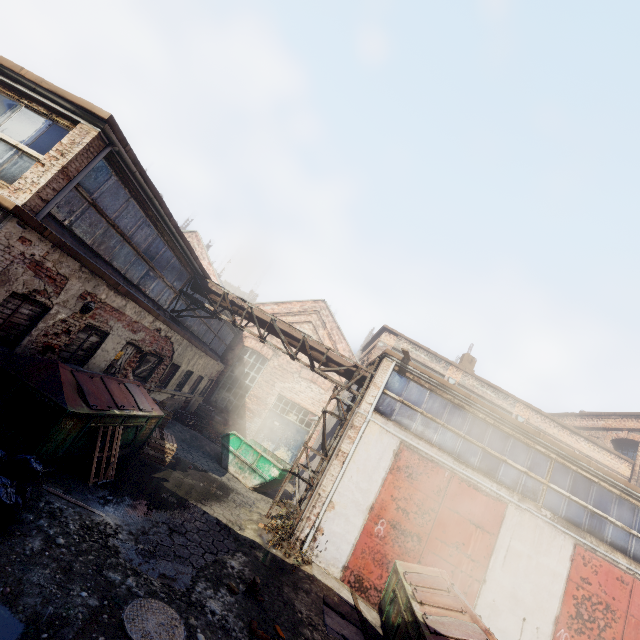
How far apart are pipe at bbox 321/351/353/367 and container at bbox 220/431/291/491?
4.42m

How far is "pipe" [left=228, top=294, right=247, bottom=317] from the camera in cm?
1240

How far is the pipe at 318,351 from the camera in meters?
12.1

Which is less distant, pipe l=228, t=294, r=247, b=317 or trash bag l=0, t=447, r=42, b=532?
trash bag l=0, t=447, r=42, b=532

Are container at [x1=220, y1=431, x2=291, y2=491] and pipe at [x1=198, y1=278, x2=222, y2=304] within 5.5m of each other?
yes

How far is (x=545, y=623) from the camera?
9.1 meters

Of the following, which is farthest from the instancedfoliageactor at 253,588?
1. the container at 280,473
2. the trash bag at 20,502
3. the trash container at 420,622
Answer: the container at 280,473
